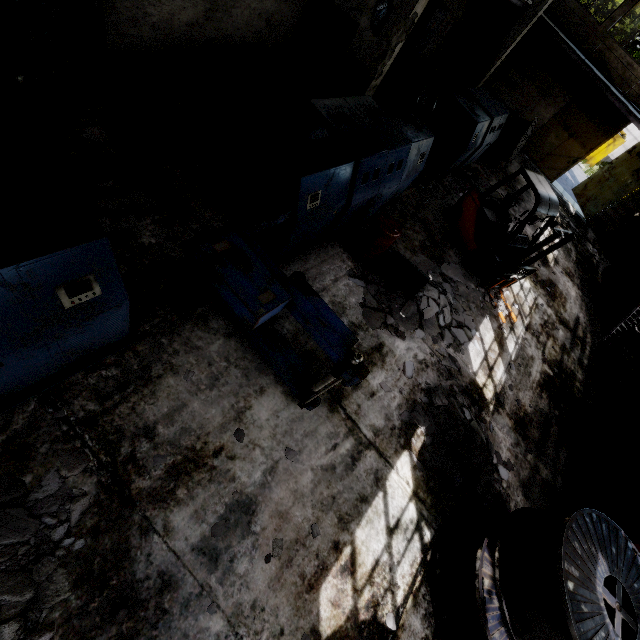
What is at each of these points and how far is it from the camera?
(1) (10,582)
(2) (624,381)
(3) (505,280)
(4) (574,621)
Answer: (1) concrete debris, 2.9m
(2) concrete debris, 10.5m
(3) forklift fork, 9.1m
(4) wire spool, 3.5m

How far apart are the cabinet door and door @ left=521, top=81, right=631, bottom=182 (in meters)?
13.19

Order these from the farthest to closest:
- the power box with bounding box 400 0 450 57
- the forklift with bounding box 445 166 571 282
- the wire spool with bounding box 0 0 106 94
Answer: the power box with bounding box 400 0 450 57
the forklift with bounding box 445 166 571 282
the wire spool with bounding box 0 0 106 94

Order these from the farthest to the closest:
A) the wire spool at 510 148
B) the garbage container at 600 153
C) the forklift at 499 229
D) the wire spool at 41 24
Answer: the garbage container at 600 153 → the wire spool at 510 148 → the forklift at 499 229 → the wire spool at 41 24

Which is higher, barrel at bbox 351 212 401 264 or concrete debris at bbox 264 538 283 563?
barrel at bbox 351 212 401 264

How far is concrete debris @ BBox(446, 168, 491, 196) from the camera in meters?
11.5 m

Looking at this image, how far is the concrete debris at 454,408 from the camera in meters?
5.9 m

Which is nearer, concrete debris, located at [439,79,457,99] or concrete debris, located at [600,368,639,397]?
concrete debris, located at [600,368,639,397]
